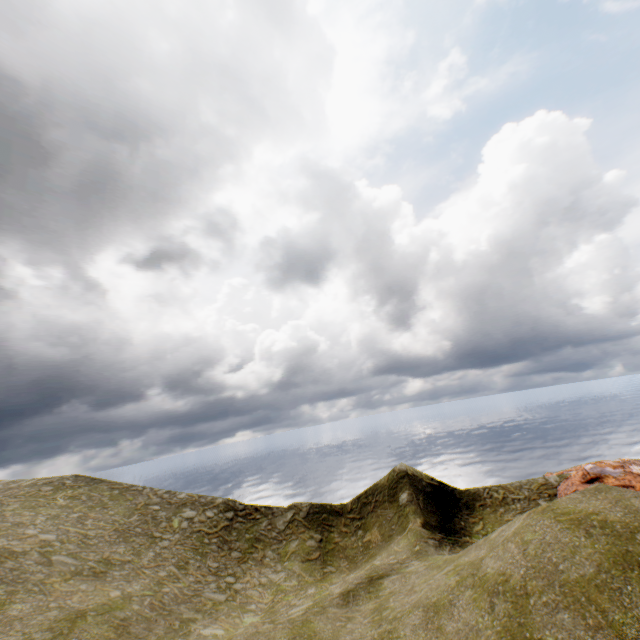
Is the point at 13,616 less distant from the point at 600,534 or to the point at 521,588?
the point at 521,588
